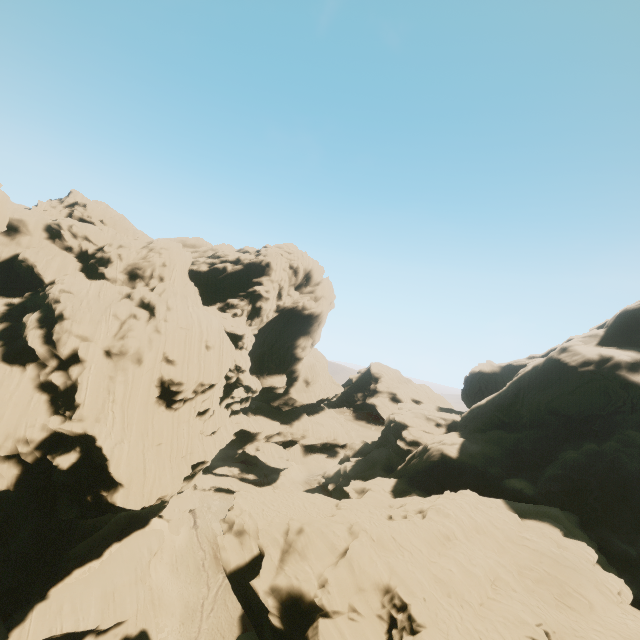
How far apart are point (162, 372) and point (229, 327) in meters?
14.9 m
